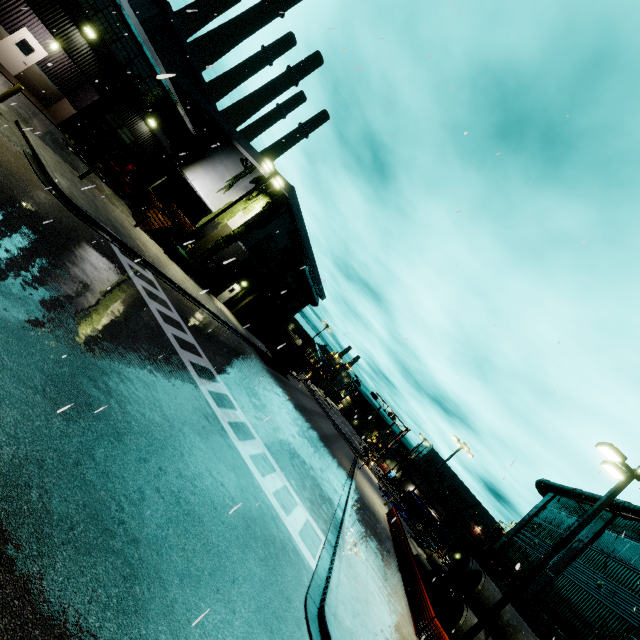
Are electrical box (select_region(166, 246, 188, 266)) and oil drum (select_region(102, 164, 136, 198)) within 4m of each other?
no

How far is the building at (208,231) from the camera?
24.5m

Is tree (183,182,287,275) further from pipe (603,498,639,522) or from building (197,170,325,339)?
pipe (603,498,639,522)

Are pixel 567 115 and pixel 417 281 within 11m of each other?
yes

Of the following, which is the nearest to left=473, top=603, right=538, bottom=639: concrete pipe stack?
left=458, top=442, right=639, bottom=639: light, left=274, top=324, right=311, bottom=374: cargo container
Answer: left=274, top=324, right=311, bottom=374: cargo container

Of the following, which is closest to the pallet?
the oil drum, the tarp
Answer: the oil drum

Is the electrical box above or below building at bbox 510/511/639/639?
below

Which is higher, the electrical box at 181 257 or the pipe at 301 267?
the pipe at 301 267
